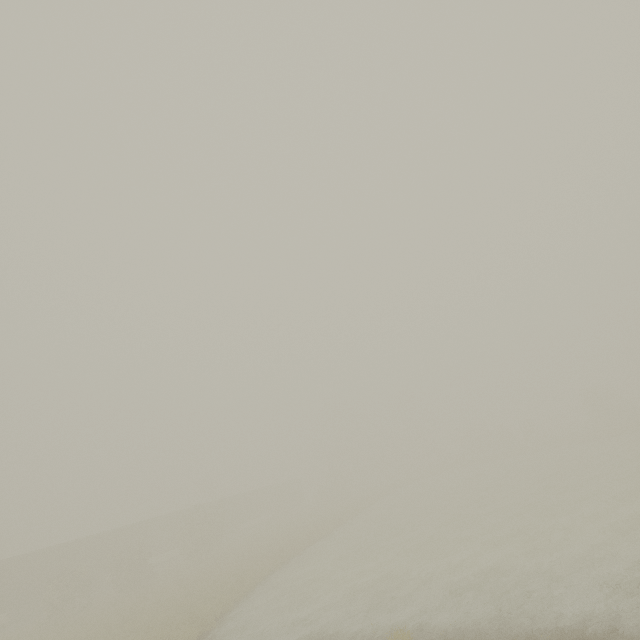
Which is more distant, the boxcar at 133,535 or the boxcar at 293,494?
the boxcar at 293,494

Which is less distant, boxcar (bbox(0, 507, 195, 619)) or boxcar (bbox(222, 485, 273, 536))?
boxcar (bbox(0, 507, 195, 619))

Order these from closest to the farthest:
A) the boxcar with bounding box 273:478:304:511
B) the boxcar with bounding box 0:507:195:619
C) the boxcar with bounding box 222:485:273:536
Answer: the boxcar with bounding box 0:507:195:619 → the boxcar with bounding box 222:485:273:536 → the boxcar with bounding box 273:478:304:511

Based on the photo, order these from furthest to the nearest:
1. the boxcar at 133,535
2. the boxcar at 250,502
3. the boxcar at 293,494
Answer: the boxcar at 293,494, the boxcar at 250,502, the boxcar at 133,535

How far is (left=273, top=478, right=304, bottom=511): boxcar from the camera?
55.1 meters

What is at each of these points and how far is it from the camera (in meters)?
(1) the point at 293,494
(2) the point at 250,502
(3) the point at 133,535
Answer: (1) boxcar, 56.47
(2) boxcar, 48.97
(3) boxcar, 35.53
